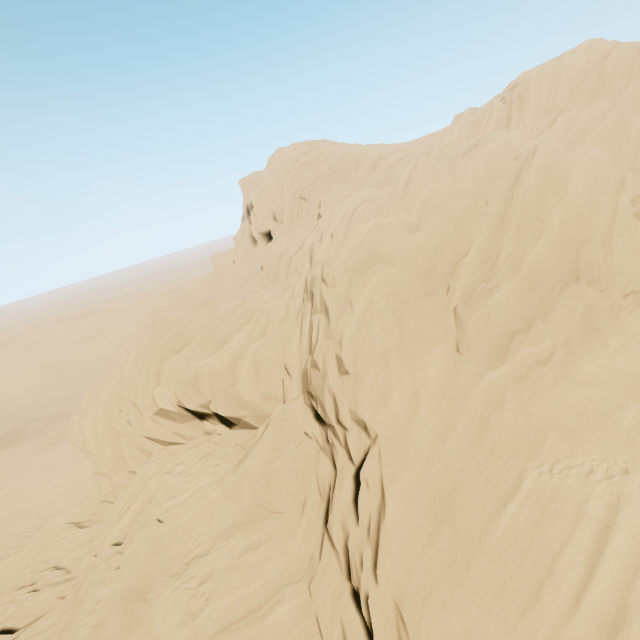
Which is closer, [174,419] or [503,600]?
[503,600]
